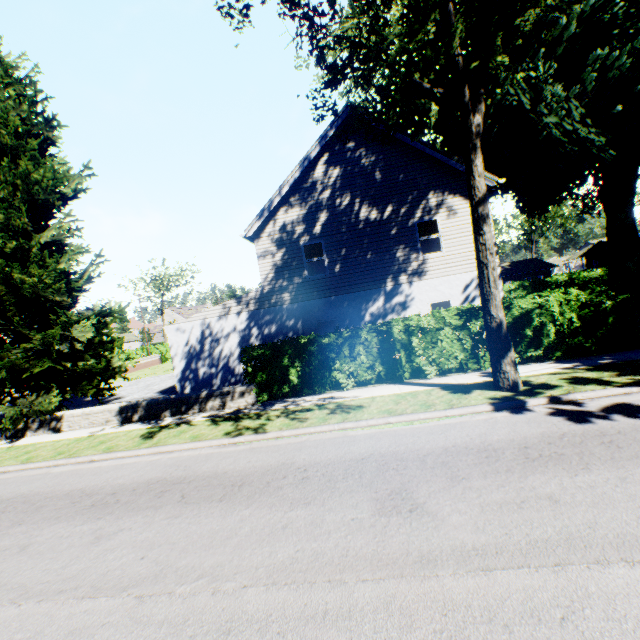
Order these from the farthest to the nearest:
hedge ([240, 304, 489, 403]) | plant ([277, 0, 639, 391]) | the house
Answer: the house → hedge ([240, 304, 489, 403]) → plant ([277, 0, 639, 391])

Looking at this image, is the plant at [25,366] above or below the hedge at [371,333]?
above

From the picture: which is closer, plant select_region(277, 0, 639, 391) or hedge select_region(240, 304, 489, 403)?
plant select_region(277, 0, 639, 391)

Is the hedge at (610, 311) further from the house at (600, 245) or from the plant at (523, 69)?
the house at (600, 245)

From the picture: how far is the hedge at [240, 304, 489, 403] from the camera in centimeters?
1065cm

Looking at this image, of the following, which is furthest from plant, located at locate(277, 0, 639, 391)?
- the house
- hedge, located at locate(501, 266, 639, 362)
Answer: the house

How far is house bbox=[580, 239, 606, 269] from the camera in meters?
54.7

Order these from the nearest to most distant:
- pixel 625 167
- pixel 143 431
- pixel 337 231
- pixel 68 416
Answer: pixel 143 431 → pixel 68 416 → pixel 337 231 → pixel 625 167
